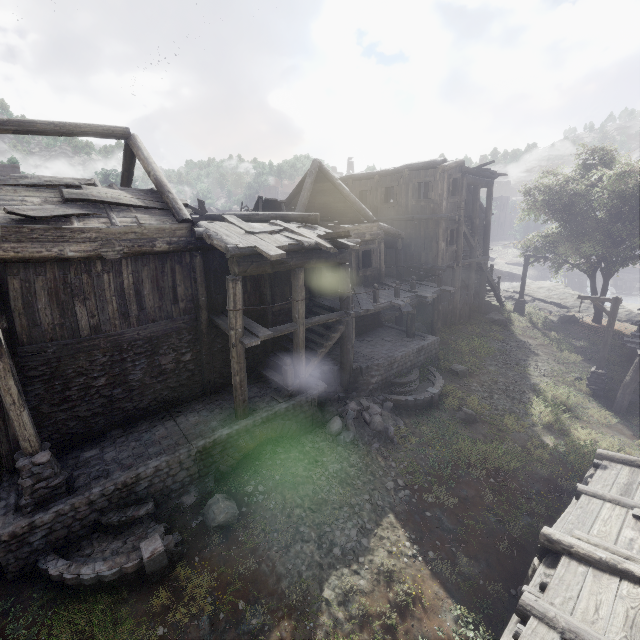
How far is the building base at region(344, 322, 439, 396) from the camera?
13.3m

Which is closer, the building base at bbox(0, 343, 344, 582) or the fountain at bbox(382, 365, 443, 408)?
the building base at bbox(0, 343, 344, 582)

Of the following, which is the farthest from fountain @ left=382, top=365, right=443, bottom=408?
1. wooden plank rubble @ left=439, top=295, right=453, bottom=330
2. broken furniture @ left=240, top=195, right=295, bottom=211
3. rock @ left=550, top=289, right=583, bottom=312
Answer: rock @ left=550, top=289, right=583, bottom=312

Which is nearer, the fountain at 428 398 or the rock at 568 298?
the fountain at 428 398

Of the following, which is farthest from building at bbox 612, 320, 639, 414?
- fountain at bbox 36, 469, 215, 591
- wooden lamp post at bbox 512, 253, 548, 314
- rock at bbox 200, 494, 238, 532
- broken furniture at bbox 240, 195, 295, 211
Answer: rock at bbox 200, 494, 238, 532

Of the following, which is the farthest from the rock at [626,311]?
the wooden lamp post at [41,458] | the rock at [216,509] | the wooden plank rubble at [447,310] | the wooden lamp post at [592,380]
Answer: the wooden lamp post at [41,458]

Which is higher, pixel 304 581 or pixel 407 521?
pixel 304 581
